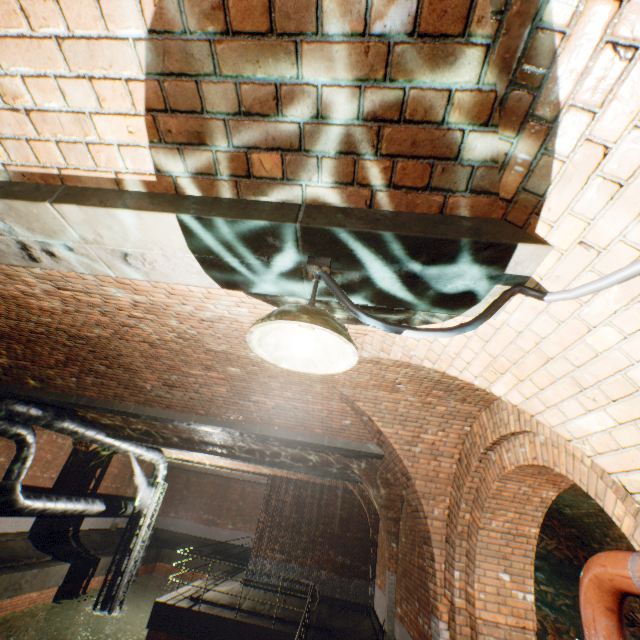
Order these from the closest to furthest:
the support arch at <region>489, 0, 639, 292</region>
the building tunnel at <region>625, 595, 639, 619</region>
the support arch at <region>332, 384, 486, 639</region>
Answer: the support arch at <region>489, 0, 639, 292</region> < the support arch at <region>332, 384, 486, 639</region> < the building tunnel at <region>625, 595, 639, 619</region>

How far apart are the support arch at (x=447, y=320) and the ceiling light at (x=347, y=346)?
0.7m

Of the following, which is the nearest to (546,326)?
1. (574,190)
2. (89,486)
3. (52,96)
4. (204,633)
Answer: (574,190)

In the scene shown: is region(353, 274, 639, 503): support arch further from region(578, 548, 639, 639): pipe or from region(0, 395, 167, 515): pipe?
region(0, 395, 167, 515): pipe

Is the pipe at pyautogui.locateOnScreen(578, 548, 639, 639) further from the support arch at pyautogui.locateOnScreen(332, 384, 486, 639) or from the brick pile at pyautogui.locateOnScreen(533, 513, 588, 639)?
the brick pile at pyautogui.locateOnScreen(533, 513, 588, 639)

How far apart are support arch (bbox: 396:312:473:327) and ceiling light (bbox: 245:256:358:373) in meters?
0.7

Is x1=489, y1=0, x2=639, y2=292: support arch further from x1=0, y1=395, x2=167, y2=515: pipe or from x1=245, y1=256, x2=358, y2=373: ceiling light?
x1=0, y1=395, x2=167, y2=515: pipe

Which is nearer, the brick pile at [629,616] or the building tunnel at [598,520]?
the brick pile at [629,616]
